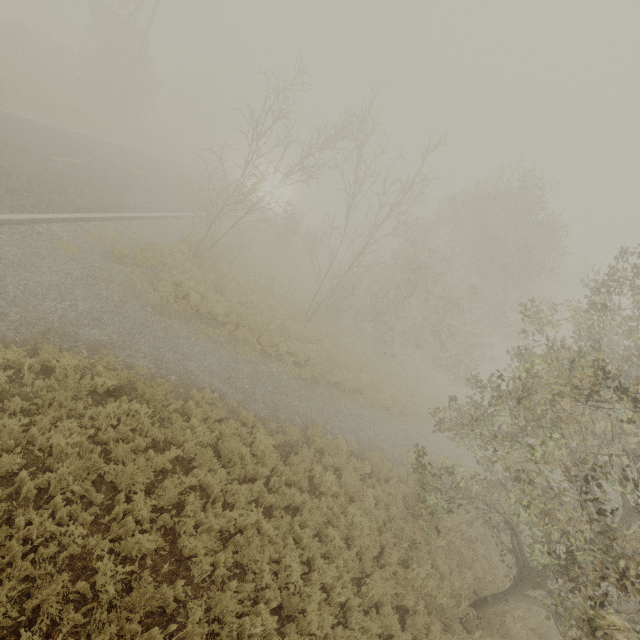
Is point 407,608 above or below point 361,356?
below
